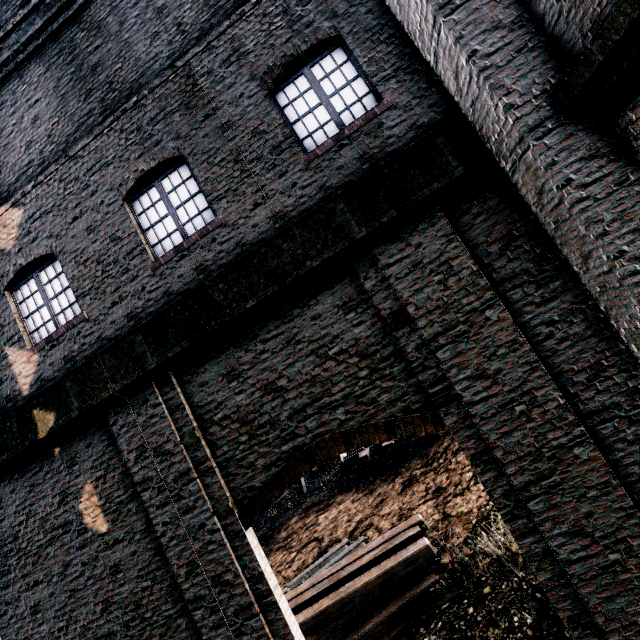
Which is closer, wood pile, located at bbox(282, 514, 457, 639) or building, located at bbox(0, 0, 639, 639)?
building, located at bbox(0, 0, 639, 639)

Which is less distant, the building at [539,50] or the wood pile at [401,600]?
the building at [539,50]

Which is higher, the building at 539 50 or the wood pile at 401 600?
the building at 539 50

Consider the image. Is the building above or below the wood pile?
above

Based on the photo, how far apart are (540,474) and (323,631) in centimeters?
830cm
